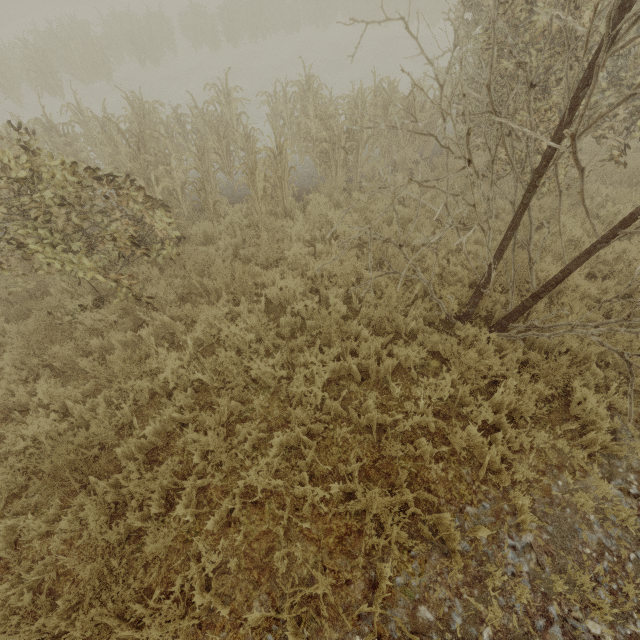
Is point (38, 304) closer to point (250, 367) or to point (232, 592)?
point (250, 367)
